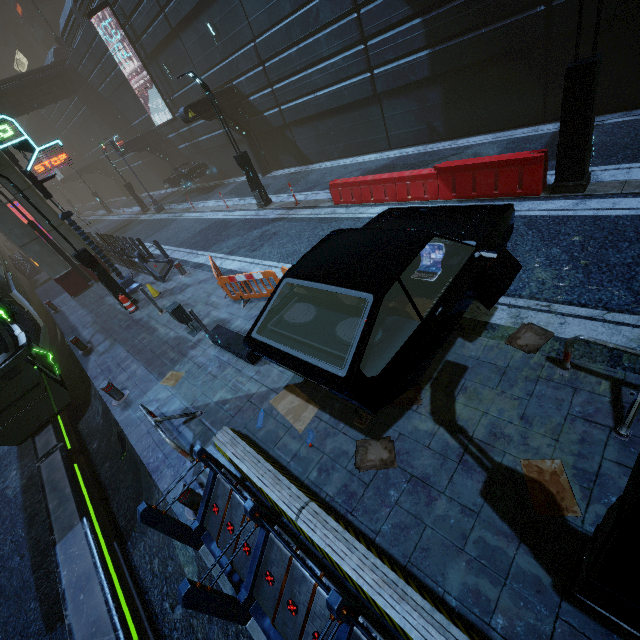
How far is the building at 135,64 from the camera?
21.62m

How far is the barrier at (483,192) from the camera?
7.6 meters

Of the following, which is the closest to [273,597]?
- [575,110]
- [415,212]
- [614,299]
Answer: [415,212]

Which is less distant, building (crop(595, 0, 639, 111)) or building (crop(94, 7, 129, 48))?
building (crop(595, 0, 639, 111))

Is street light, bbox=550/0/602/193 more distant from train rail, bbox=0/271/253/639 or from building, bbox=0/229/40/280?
train rail, bbox=0/271/253/639

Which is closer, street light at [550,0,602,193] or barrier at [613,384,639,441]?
barrier at [613,384,639,441]

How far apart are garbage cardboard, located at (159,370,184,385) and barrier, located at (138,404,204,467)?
0.84m

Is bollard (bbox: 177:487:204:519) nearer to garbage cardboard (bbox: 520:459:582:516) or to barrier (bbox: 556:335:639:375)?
garbage cardboard (bbox: 520:459:582:516)
